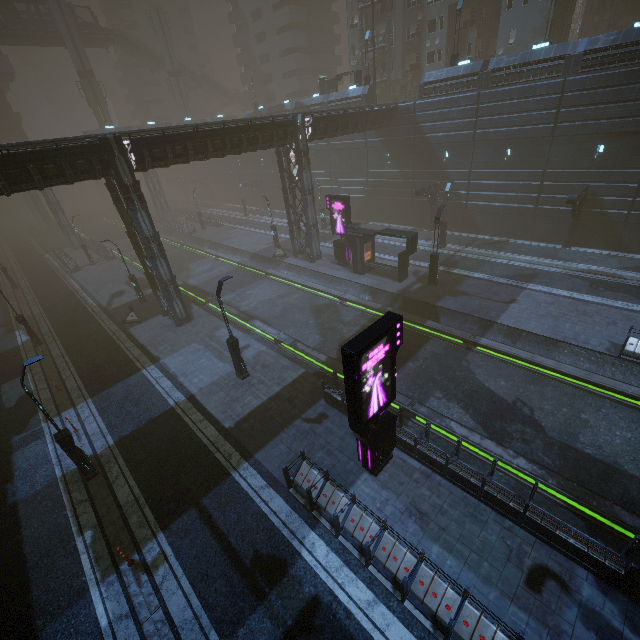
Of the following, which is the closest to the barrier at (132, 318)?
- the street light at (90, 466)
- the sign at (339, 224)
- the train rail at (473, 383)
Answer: the train rail at (473, 383)

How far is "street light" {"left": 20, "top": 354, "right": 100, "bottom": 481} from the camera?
10.8m

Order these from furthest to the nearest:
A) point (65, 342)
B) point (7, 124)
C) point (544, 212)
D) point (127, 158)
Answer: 1. point (7, 124)
2. point (544, 212)
3. point (65, 342)
4. point (127, 158)

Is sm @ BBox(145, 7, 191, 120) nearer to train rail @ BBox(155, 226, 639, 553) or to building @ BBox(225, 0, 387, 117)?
building @ BBox(225, 0, 387, 117)

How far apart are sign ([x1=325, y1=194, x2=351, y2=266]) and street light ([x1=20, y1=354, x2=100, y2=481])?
21.5 meters

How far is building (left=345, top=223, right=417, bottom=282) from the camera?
23.23m

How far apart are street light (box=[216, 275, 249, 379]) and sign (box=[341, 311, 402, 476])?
7.9m

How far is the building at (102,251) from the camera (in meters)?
39.28
